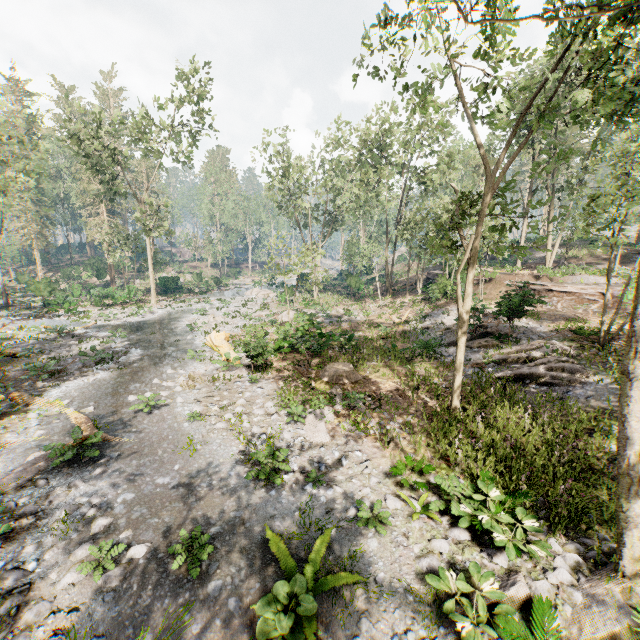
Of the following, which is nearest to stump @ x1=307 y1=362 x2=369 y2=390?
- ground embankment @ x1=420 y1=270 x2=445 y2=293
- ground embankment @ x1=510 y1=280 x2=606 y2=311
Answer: ground embankment @ x1=510 y1=280 x2=606 y2=311

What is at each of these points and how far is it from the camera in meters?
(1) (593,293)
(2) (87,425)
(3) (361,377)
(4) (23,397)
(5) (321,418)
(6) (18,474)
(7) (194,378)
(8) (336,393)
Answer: (1) ground embankment, 22.2 m
(2) foliage, 11.0 m
(3) stump, 15.3 m
(4) foliage, 13.0 m
(5) foliage, 11.4 m
(6) foliage, 8.7 m
(7) foliage, 15.3 m
(8) foliage, 13.5 m

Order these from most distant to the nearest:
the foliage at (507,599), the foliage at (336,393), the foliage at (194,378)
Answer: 1. the foliage at (194,378)
2. the foliage at (336,393)
3. the foliage at (507,599)

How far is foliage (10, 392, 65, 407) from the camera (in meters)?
12.71

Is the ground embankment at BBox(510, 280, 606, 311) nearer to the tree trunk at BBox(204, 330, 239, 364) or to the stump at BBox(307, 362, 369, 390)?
the stump at BBox(307, 362, 369, 390)

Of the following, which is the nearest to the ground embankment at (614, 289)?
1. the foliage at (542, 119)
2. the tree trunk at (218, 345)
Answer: the foliage at (542, 119)

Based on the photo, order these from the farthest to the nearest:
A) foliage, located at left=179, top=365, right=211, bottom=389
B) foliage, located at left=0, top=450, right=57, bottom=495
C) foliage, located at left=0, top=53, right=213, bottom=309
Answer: foliage, located at left=0, top=53, right=213, bottom=309
foliage, located at left=179, top=365, right=211, bottom=389
foliage, located at left=0, top=450, right=57, bottom=495

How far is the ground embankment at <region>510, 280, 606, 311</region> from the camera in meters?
16.5
